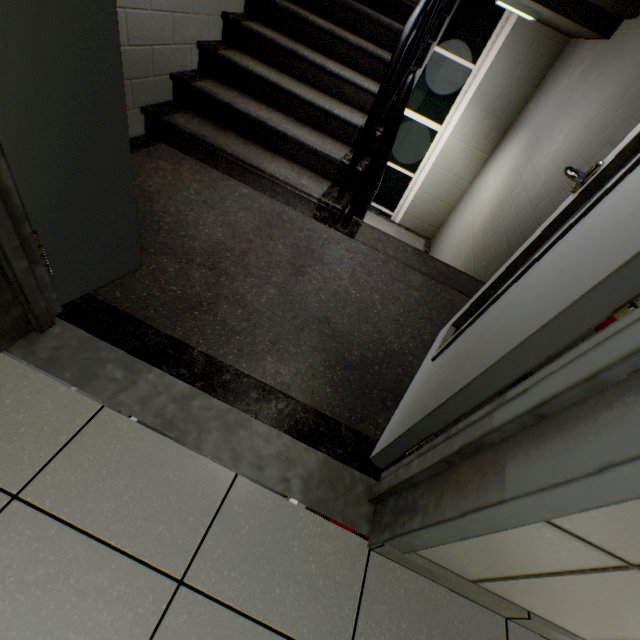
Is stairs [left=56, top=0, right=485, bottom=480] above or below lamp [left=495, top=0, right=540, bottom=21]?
below

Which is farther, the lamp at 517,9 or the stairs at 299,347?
the lamp at 517,9

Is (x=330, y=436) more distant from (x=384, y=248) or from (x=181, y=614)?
(x=384, y=248)

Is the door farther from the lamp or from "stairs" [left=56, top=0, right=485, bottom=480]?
the lamp

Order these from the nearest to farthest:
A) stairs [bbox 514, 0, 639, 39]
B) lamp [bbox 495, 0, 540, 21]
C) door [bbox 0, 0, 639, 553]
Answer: door [bbox 0, 0, 639, 553]
stairs [bbox 514, 0, 639, 39]
lamp [bbox 495, 0, 540, 21]

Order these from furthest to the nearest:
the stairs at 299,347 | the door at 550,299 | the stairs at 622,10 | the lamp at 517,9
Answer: the lamp at 517,9, the stairs at 622,10, the stairs at 299,347, the door at 550,299
